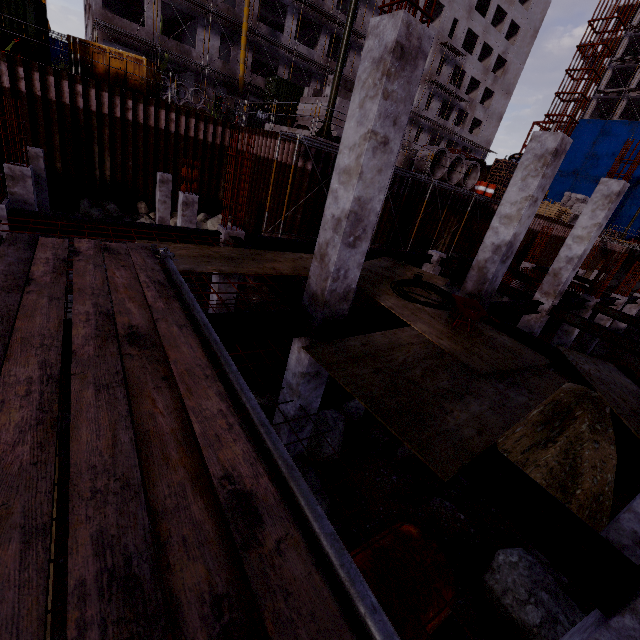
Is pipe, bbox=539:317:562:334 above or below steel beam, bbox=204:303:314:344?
below

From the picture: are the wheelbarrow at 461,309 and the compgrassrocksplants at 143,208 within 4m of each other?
no

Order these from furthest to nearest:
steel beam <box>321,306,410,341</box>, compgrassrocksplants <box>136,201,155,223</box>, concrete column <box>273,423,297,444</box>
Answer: compgrassrocksplants <box>136,201,155,223</box>, concrete column <box>273,423,297,444</box>, steel beam <box>321,306,410,341</box>

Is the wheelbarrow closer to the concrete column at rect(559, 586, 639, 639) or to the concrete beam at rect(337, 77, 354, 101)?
the concrete column at rect(559, 586, 639, 639)

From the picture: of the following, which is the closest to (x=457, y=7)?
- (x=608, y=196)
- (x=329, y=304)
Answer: (x=608, y=196)

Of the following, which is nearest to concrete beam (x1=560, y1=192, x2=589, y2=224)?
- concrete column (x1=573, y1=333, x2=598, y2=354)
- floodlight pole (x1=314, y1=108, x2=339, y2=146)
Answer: concrete column (x1=573, y1=333, x2=598, y2=354)

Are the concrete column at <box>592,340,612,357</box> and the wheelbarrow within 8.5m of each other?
no

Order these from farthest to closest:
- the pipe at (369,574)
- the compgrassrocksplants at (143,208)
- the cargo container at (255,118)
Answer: the cargo container at (255,118) < the compgrassrocksplants at (143,208) < the pipe at (369,574)
